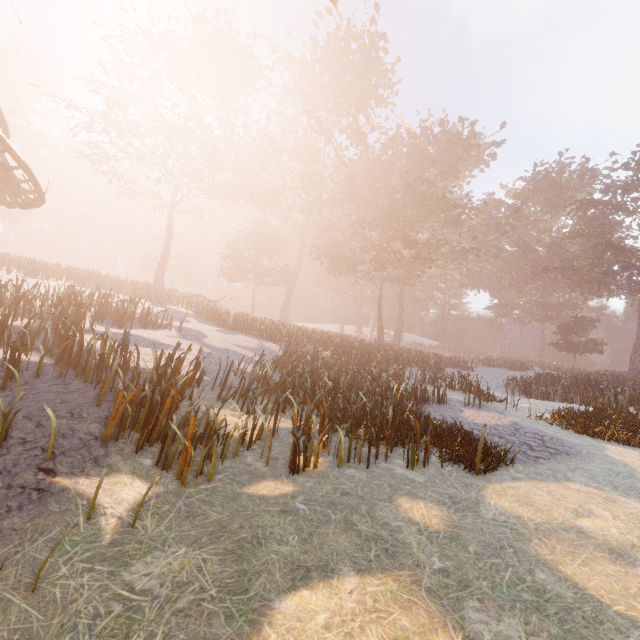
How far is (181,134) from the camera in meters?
27.0
